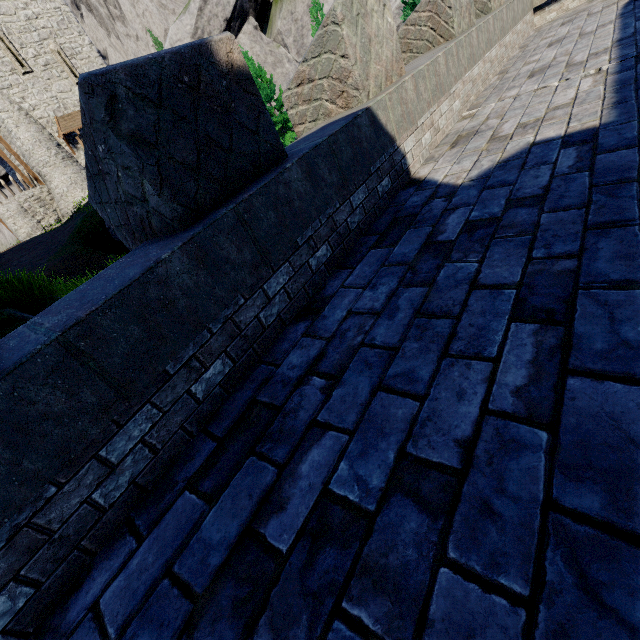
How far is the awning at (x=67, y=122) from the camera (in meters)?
25.27

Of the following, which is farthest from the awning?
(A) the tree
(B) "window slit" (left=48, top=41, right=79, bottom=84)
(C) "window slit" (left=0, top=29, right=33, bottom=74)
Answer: (A) the tree

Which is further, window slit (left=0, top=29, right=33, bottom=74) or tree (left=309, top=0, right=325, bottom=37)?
window slit (left=0, top=29, right=33, bottom=74)

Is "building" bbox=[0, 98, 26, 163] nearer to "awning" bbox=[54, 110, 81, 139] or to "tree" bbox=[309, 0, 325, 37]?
"awning" bbox=[54, 110, 81, 139]

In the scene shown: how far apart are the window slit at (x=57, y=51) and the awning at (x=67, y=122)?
1.3m

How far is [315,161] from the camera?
2.9 meters

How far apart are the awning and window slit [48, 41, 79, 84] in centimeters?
130cm

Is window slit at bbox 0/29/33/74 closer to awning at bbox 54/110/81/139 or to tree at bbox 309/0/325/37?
awning at bbox 54/110/81/139
